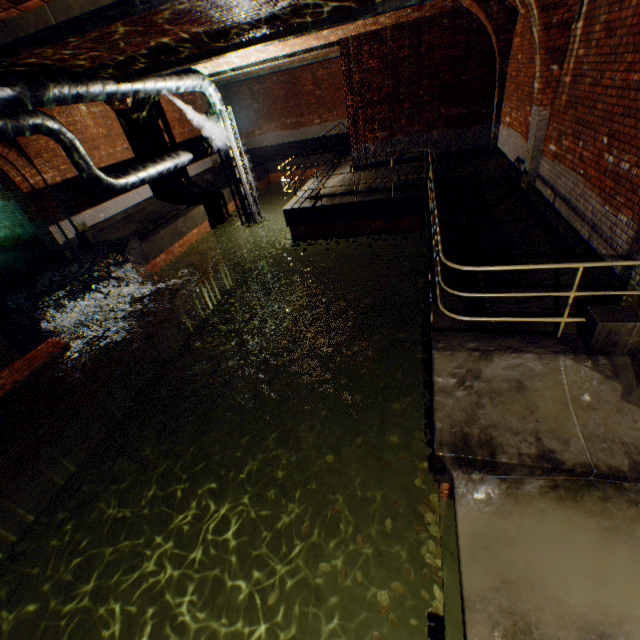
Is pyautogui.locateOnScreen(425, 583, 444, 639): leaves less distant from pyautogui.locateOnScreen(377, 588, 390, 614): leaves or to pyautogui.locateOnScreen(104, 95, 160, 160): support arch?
pyautogui.locateOnScreen(377, 588, 390, 614): leaves

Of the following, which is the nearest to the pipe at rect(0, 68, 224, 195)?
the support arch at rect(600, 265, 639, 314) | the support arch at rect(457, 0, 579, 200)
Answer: the support arch at rect(600, 265, 639, 314)

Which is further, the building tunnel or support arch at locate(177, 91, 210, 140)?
support arch at locate(177, 91, 210, 140)

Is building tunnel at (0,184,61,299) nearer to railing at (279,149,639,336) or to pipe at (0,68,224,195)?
pipe at (0,68,224,195)

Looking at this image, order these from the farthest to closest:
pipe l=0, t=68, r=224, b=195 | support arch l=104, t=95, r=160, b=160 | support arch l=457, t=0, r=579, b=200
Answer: support arch l=104, t=95, r=160, b=160 < pipe l=0, t=68, r=224, b=195 < support arch l=457, t=0, r=579, b=200

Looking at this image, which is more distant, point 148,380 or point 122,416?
point 148,380

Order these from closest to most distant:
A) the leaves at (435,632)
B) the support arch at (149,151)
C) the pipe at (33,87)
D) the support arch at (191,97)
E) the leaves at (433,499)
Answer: the leaves at (435,632) < the leaves at (433,499) < the pipe at (33,87) < the support arch at (149,151) < the support arch at (191,97)

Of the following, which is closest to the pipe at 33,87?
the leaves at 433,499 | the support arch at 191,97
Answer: the support arch at 191,97
